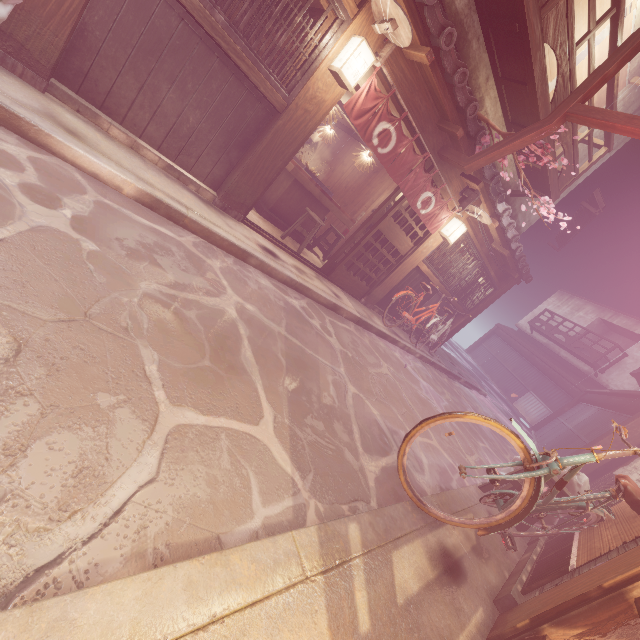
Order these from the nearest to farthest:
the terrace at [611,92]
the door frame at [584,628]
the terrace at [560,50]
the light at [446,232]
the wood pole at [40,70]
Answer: the door frame at [584,628]
the wood pole at [40,70]
the terrace at [560,50]
the terrace at [611,92]
the light at [446,232]

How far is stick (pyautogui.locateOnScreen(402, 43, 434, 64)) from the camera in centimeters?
716cm

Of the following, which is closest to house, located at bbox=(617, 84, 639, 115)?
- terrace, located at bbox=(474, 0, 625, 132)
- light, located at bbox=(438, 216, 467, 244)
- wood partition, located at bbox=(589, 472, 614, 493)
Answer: terrace, located at bbox=(474, 0, 625, 132)

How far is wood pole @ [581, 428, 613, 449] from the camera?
13.8m

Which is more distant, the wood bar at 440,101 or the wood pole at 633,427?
the wood pole at 633,427

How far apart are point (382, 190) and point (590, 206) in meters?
18.7

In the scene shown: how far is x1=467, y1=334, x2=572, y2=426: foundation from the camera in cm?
3347
